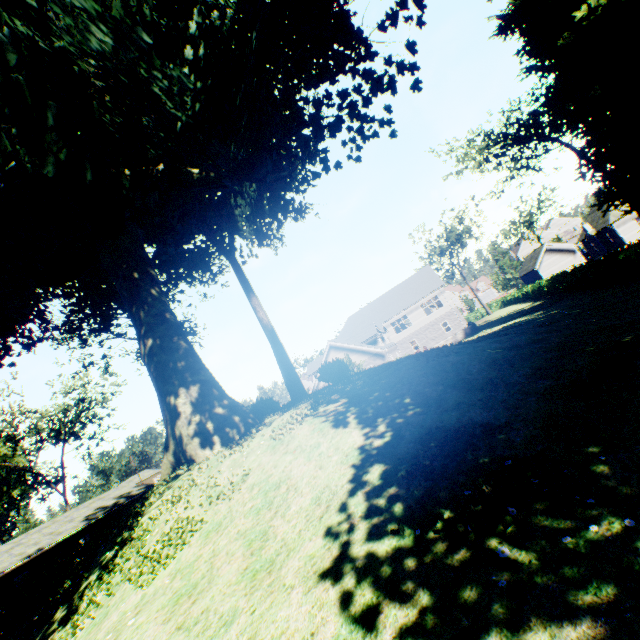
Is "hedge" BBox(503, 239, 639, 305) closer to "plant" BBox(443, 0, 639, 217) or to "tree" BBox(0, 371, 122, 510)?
"plant" BBox(443, 0, 639, 217)

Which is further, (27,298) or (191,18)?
(27,298)

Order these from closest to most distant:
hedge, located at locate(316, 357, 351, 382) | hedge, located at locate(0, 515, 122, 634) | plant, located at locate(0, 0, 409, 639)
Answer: plant, located at locate(0, 0, 409, 639)
hedge, located at locate(316, 357, 351, 382)
hedge, located at locate(0, 515, 122, 634)

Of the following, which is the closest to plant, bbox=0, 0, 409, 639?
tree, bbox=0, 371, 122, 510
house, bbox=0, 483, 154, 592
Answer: house, bbox=0, 483, 154, 592

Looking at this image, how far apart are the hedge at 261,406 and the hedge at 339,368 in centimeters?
273cm

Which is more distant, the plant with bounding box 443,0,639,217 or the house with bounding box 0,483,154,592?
the house with bounding box 0,483,154,592

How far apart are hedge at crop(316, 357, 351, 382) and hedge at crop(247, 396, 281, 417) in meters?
2.7 m

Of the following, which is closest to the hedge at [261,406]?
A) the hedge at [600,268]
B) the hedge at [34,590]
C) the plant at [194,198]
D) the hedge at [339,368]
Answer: the plant at [194,198]
